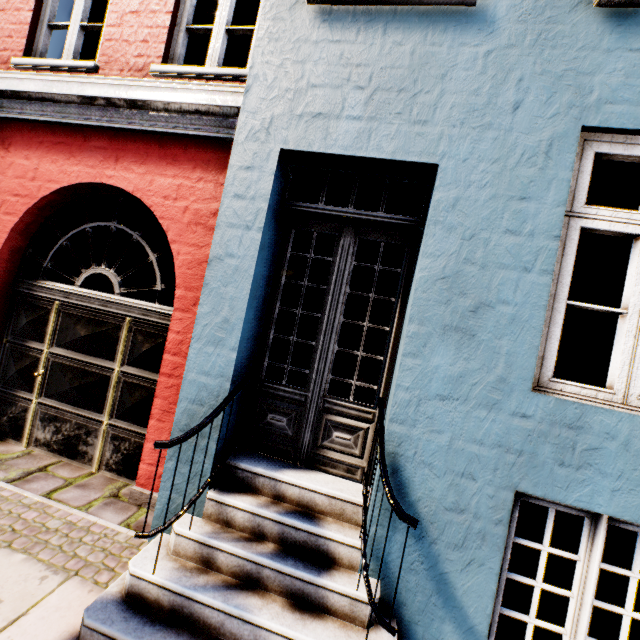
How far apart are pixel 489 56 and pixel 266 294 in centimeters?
239cm
